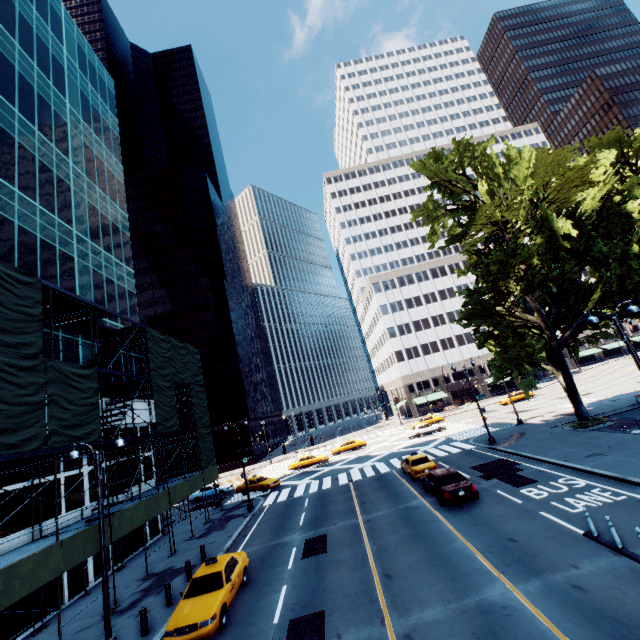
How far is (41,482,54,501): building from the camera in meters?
17.2 m

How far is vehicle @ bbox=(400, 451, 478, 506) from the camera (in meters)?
16.12

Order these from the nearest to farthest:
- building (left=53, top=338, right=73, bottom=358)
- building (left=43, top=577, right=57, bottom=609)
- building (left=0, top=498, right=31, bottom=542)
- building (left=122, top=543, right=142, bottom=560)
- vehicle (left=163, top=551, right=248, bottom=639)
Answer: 1. vehicle (left=163, top=551, right=248, bottom=639)
2. building (left=0, top=498, right=31, bottom=542)
3. building (left=43, top=577, right=57, bottom=609)
4. building (left=53, top=338, right=73, bottom=358)
5. building (left=122, top=543, right=142, bottom=560)

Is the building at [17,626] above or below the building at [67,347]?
below

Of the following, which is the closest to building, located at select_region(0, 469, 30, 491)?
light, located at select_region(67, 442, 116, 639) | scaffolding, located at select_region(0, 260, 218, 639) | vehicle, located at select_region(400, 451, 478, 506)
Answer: scaffolding, located at select_region(0, 260, 218, 639)

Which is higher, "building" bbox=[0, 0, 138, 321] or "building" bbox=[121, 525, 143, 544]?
"building" bbox=[0, 0, 138, 321]

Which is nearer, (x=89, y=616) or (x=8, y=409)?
(x=8, y=409)

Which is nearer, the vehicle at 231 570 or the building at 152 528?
the vehicle at 231 570
